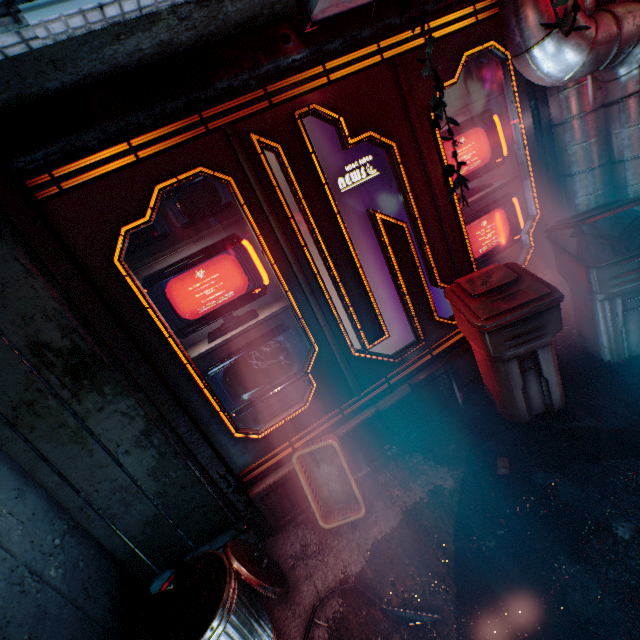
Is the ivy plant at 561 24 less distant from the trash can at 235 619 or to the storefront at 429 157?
the storefront at 429 157

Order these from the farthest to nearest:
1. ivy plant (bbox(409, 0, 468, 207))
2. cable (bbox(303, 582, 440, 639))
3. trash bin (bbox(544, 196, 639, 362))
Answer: trash bin (bbox(544, 196, 639, 362)) → cable (bbox(303, 582, 440, 639)) → ivy plant (bbox(409, 0, 468, 207))

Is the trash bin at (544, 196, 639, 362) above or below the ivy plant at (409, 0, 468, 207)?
below

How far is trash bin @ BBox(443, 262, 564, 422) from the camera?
2.0 meters

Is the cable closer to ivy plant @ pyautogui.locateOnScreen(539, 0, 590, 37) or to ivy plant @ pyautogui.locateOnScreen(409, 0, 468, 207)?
ivy plant @ pyautogui.locateOnScreen(409, 0, 468, 207)

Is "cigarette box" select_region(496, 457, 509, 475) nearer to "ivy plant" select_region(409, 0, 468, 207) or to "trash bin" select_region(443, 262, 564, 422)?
"trash bin" select_region(443, 262, 564, 422)

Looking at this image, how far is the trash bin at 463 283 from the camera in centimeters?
203cm

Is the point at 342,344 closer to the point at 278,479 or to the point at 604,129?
the point at 278,479
